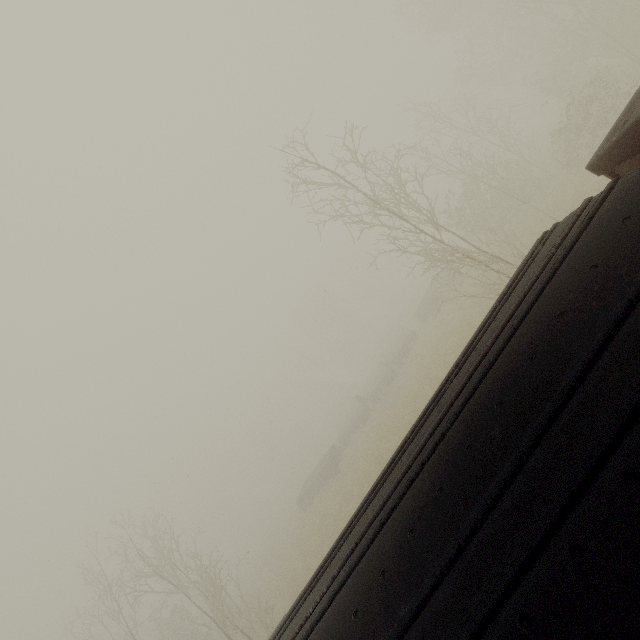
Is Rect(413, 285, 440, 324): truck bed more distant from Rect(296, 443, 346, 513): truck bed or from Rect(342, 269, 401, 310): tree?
Answer: Rect(296, 443, 346, 513): truck bed

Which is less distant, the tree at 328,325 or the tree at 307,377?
the tree at 307,377

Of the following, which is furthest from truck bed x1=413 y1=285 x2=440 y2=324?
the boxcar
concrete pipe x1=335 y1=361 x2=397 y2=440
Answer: the boxcar

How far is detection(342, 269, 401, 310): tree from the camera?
53.7 meters

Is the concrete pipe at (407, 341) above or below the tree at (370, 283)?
below

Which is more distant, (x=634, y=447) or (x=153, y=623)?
(x=153, y=623)

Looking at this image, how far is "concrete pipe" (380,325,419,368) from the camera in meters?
29.7

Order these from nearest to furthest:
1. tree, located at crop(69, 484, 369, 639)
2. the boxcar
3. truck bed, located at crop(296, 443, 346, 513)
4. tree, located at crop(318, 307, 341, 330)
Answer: the boxcar
tree, located at crop(69, 484, 369, 639)
truck bed, located at crop(296, 443, 346, 513)
tree, located at crop(318, 307, 341, 330)
